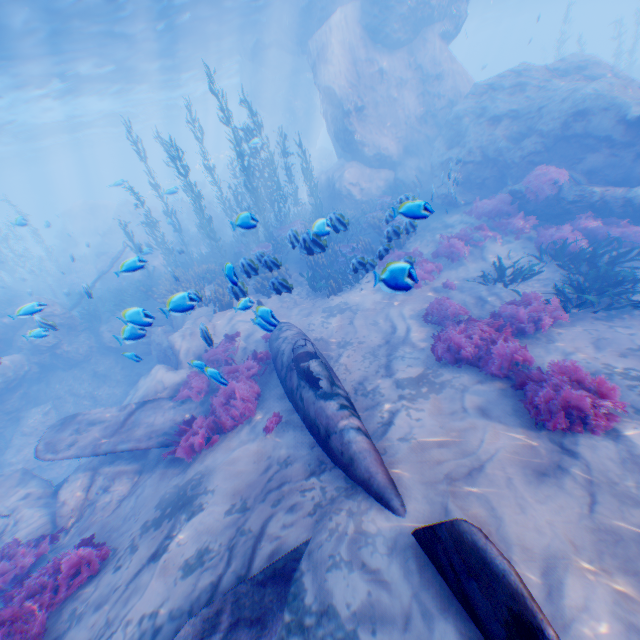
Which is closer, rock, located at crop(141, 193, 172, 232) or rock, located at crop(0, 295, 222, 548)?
rock, located at crop(0, 295, 222, 548)

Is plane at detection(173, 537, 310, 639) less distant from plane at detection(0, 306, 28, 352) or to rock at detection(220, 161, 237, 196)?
plane at detection(0, 306, 28, 352)

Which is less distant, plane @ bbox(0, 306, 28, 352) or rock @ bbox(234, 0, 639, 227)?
plane @ bbox(0, 306, 28, 352)

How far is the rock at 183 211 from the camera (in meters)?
29.27

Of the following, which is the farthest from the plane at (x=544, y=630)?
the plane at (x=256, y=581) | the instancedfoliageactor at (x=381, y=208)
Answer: the plane at (x=256, y=581)

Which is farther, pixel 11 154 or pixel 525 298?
pixel 11 154

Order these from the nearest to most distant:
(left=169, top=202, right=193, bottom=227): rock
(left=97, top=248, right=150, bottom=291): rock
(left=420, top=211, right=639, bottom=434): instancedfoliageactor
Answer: (left=420, top=211, right=639, bottom=434): instancedfoliageactor
(left=97, top=248, right=150, bottom=291): rock
(left=169, top=202, right=193, bottom=227): rock

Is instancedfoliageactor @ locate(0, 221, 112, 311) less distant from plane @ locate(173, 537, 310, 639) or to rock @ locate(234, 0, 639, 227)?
rock @ locate(234, 0, 639, 227)
